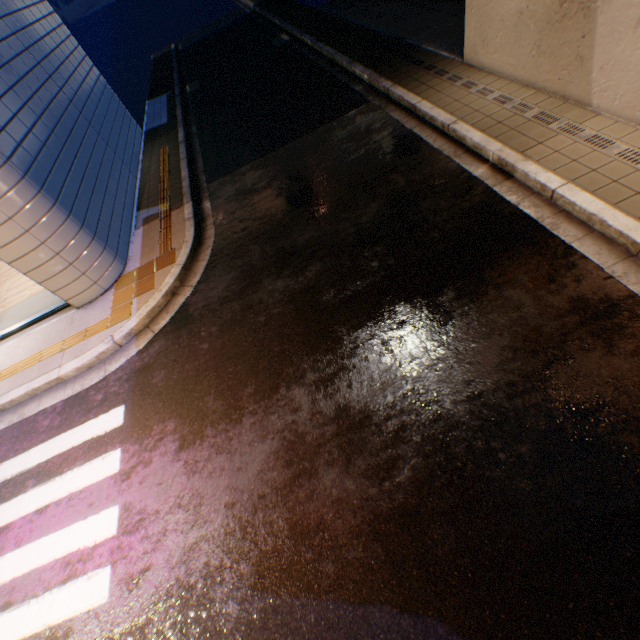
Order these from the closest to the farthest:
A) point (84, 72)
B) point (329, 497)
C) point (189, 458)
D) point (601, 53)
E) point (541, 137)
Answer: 1. point (329, 497)
2. point (189, 458)
3. point (601, 53)
4. point (541, 137)
5. point (84, 72)
